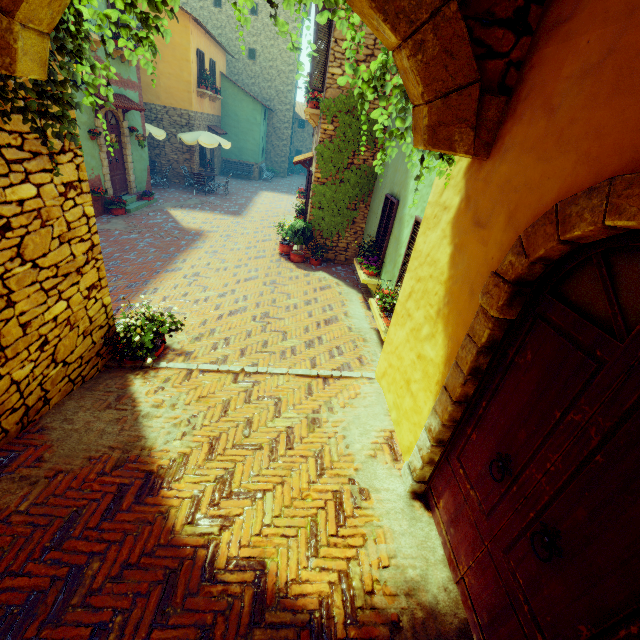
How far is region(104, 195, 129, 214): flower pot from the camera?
→ 11.1 meters

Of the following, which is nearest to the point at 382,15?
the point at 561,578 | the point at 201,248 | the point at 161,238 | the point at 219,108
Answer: the point at 561,578

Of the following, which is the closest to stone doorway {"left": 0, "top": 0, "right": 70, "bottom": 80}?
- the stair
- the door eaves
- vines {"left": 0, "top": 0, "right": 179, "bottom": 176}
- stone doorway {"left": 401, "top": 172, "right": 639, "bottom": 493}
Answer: vines {"left": 0, "top": 0, "right": 179, "bottom": 176}

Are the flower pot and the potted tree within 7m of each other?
yes

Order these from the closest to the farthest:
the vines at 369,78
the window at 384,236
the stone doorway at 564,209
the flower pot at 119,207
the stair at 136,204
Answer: the stone doorway at 564,209, the vines at 369,78, the window at 384,236, the flower pot at 119,207, the stair at 136,204

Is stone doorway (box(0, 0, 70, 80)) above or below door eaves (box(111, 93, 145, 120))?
above

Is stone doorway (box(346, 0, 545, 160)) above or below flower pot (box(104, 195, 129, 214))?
above

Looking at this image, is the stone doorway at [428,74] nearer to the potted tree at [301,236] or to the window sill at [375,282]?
the window sill at [375,282]
